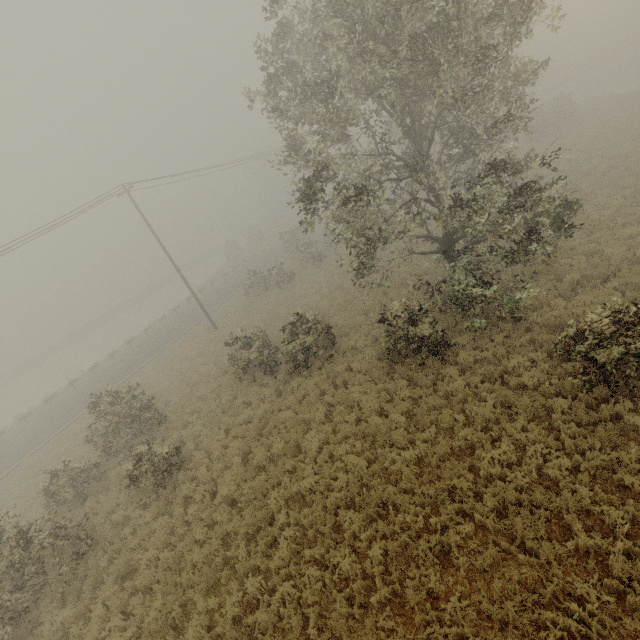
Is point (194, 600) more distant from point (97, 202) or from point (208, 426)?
point (97, 202)
